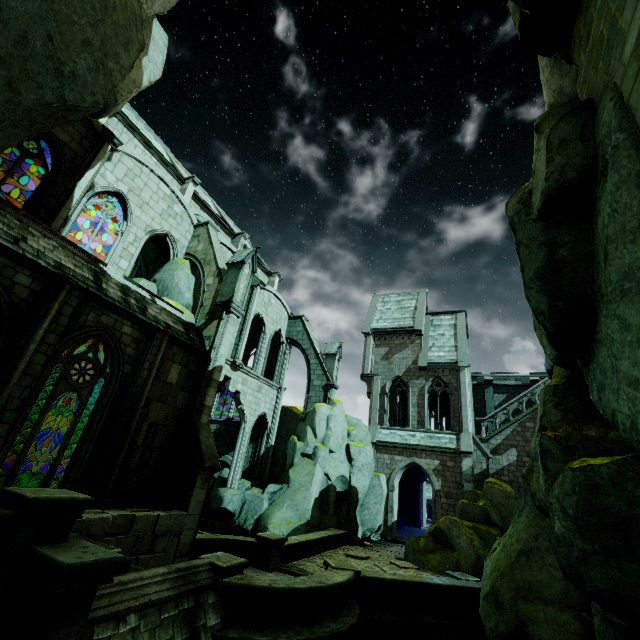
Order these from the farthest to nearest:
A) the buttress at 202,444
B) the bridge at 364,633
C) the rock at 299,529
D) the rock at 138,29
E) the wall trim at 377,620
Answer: the rock at 299,529
the buttress at 202,444
the wall trim at 377,620
the bridge at 364,633
the rock at 138,29

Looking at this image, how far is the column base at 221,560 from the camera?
7.43m

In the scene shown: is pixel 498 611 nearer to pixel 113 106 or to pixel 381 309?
pixel 113 106

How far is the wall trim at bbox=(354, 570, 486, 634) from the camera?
9.70m

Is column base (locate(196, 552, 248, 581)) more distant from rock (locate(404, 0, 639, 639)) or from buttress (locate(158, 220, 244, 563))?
rock (locate(404, 0, 639, 639))

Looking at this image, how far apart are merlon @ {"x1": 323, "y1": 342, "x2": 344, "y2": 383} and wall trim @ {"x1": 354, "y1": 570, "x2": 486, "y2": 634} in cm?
1380

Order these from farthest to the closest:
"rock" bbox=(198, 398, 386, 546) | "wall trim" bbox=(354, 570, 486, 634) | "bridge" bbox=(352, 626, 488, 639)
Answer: "rock" bbox=(198, 398, 386, 546)
"wall trim" bbox=(354, 570, 486, 634)
"bridge" bbox=(352, 626, 488, 639)

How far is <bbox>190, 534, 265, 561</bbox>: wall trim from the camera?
11.22m
